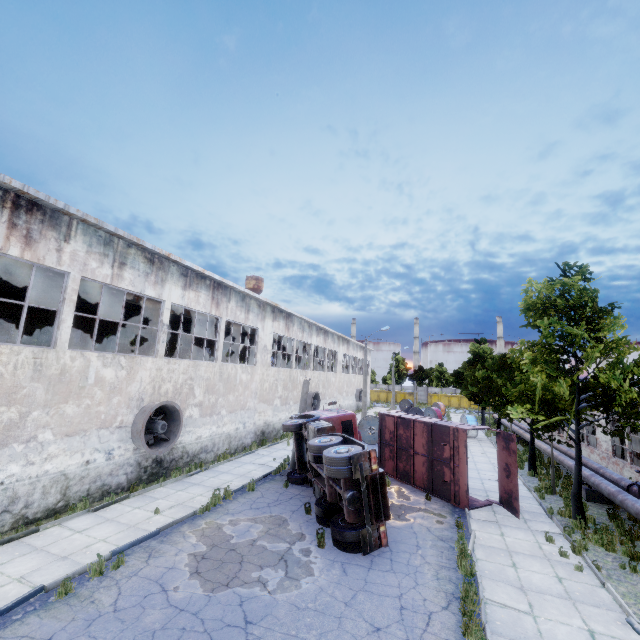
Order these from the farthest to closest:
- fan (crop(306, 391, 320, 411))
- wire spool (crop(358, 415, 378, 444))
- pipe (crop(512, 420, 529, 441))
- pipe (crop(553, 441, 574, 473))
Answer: fan (crop(306, 391, 320, 411)) < pipe (crop(512, 420, 529, 441)) < wire spool (crop(358, 415, 378, 444)) < pipe (crop(553, 441, 574, 473))

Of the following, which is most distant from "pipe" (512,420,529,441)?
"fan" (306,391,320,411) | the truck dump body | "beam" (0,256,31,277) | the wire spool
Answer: "beam" (0,256,31,277)

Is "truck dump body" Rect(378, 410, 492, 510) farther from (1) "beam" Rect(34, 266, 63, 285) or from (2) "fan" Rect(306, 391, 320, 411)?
(1) "beam" Rect(34, 266, 63, 285)

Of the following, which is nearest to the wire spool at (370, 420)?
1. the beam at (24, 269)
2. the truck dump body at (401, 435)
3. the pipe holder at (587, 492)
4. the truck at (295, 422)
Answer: the truck dump body at (401, 435)

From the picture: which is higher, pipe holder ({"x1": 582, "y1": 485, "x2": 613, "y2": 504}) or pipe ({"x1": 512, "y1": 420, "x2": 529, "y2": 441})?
→ pipe ({"x1": 512, "y1": 420, "x2": 529, "y2": 441})

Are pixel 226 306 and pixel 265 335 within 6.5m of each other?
yes

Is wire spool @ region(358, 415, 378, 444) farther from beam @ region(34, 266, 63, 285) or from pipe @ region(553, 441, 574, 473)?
beam @ region(34, 266, 63, 285)

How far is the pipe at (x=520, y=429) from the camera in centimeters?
2511cm
